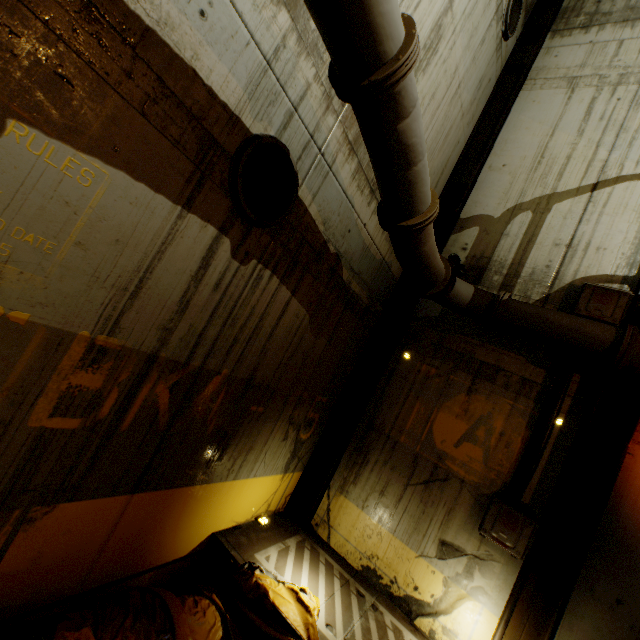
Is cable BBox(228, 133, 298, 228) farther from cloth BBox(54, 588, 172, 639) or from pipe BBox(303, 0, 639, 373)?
cloth BBox(54, 588, 172, 639)

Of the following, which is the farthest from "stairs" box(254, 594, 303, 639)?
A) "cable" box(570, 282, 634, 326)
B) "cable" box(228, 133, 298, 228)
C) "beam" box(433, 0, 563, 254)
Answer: "cable" box(228, 133, 298, 228)

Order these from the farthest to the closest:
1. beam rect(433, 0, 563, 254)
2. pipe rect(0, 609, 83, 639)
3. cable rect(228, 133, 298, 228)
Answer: beam rect(433, 0, 563, 254)
cable rect(228, 133, 298, 228)
pipe rect(0, 609, 83, 639)

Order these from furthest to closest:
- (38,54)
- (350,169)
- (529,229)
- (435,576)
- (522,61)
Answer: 1. (522,61)
2. (529,229)
3. (435,576)
4. (350,169)
5. (38,54)

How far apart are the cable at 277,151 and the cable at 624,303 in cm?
452

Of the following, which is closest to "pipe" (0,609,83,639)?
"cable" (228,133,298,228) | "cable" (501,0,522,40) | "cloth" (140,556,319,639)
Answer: "cloth" (140,556,319,639)

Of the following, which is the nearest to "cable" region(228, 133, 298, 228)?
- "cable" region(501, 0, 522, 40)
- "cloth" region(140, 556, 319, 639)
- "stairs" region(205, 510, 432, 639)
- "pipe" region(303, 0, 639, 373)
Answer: "pipe" region(303, 0, 639, 373)

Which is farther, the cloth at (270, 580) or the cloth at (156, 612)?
the cloth at (270, 580)
